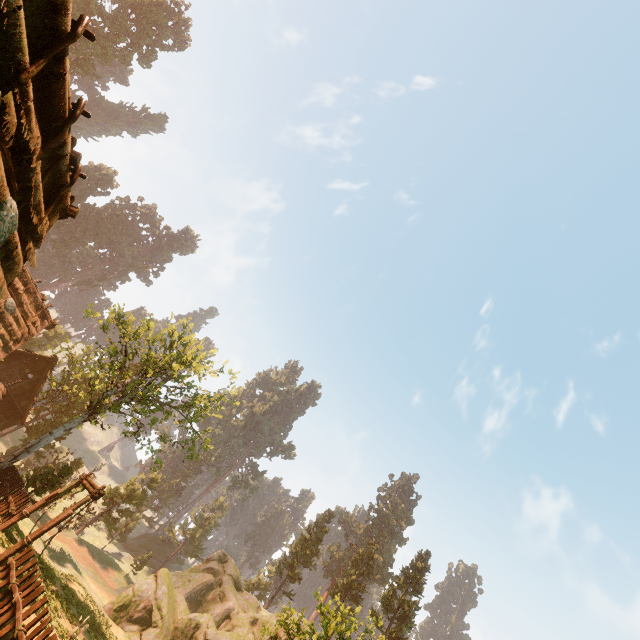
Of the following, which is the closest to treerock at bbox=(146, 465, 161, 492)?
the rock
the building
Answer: the building

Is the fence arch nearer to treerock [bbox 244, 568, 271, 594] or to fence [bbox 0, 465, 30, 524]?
fence [bbox 0, 465, 30, 524]

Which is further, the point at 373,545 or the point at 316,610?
the point at 373,545

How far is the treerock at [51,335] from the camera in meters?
49.8 m

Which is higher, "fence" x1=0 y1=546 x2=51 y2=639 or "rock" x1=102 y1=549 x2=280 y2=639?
"rock" x1=102 y1=549 x2=280 y2=639

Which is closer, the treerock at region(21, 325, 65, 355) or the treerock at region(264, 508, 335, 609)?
the treerock at region(264, 508, 335, 609)

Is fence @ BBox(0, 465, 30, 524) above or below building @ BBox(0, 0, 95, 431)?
below
